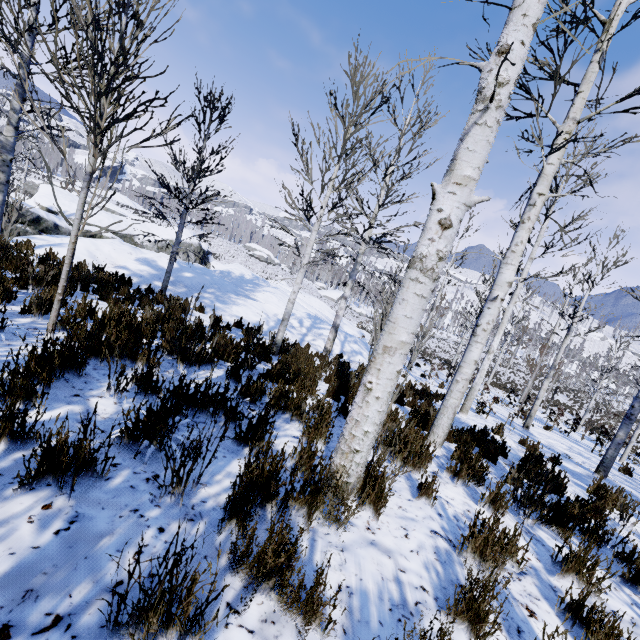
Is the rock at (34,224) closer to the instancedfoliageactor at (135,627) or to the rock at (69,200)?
the rock at (69,200)

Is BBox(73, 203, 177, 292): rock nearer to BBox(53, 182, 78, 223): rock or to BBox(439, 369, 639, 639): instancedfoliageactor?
BBox(53, 182, 78, 223): rock

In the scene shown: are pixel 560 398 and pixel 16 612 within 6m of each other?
no

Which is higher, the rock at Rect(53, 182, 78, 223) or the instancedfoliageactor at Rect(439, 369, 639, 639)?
the rock at Rect(53, 182, 78, 223)

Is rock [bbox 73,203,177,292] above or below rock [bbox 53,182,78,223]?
below

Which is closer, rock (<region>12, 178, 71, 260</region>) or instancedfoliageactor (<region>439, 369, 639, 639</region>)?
instancedfoliageactor (<region>439, 369, 639, 639</region>)
